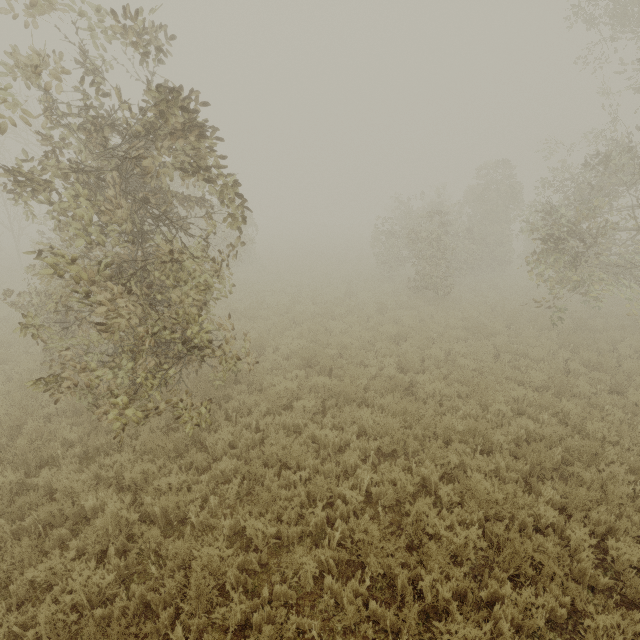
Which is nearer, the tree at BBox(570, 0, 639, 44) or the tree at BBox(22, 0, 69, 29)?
the tree at BBox(22, 0, 69, 29)

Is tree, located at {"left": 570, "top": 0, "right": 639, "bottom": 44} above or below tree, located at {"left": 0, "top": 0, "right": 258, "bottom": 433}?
above

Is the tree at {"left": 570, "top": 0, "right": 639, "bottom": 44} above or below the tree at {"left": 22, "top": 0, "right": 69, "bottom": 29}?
above

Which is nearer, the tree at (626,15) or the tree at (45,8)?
the tree at (45,8)

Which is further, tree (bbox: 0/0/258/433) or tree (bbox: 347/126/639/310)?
tree (bbox: 347/126/639/310)

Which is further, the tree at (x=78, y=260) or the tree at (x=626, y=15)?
the tree at (x=626, y=15)

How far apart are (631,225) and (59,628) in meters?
15.9
